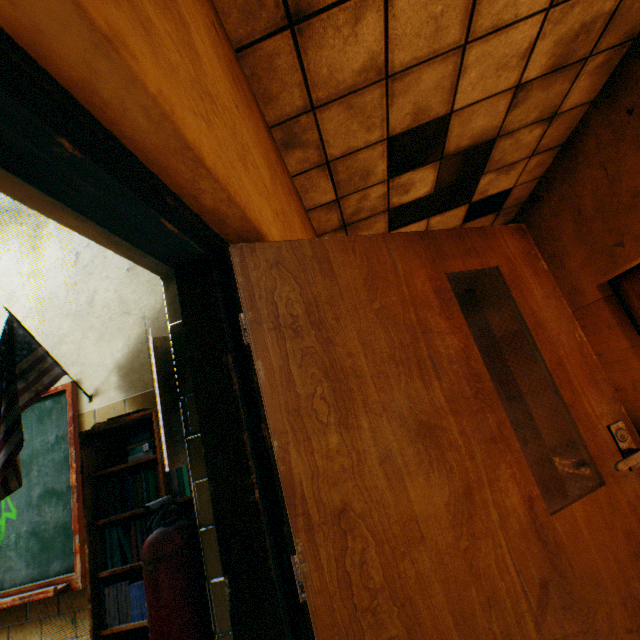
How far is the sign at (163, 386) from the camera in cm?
119

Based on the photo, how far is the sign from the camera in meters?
1.2

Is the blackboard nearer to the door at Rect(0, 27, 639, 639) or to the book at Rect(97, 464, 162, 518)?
the book at Rect(97, 464, 162, 518)

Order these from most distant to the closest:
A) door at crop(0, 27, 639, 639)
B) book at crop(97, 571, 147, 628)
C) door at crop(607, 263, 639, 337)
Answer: door at crop(607, 263, 639, 337) < book at crop(97, 571, 147, 628) < door at crop(0, 27, 639, 639)

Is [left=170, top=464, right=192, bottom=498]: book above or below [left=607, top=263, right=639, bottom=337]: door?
below

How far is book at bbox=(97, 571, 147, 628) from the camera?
1.6m

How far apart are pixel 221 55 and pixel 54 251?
2.22m

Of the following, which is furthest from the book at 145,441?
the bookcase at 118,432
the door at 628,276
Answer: the door at 628,276
